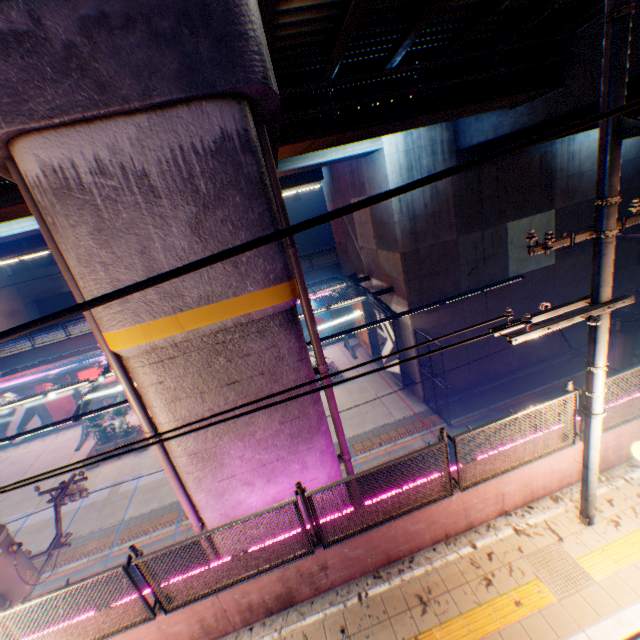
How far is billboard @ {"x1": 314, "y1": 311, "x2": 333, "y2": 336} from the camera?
28.67m

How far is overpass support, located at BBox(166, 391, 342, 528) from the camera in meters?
6.1

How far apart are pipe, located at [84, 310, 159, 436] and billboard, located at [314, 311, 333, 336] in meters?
21.3 m

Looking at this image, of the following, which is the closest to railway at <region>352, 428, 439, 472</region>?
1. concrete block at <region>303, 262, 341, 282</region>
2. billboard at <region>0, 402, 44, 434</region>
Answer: billboard at <region>0, 402, 44, 434</region>

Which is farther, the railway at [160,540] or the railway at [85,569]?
the railway at [160,540]

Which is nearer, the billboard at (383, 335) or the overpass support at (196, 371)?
the overpass support at (196, 371)

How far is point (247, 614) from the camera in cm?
528

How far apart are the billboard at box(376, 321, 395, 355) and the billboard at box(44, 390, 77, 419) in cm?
2400
